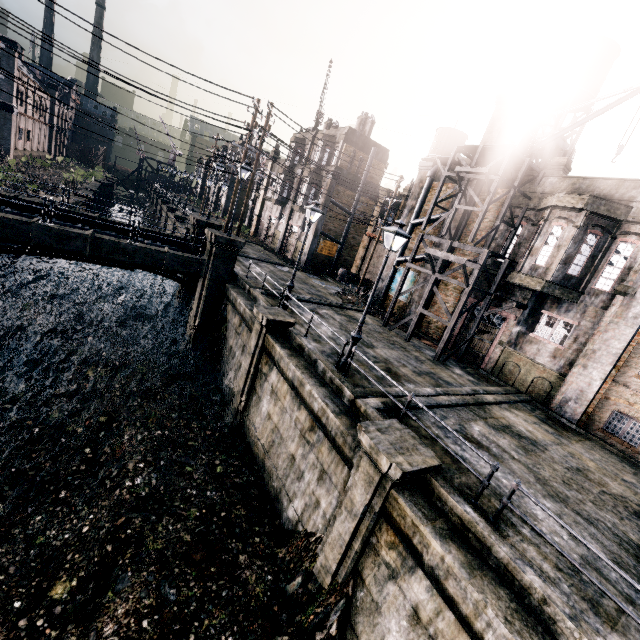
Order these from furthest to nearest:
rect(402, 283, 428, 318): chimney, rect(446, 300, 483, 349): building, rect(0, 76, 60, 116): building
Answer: rect(0, 76, 60, 116): building → rect(402, 283, 428, 318): chimney → rect(446, 300, 483, 349): building

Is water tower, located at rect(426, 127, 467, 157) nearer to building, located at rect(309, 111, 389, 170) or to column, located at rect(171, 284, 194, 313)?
Result: building, located at rect(309, 111, 389, 170)

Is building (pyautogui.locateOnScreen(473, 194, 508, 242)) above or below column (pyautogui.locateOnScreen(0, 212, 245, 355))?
above

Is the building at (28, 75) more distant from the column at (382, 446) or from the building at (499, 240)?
the building at (499, 240)

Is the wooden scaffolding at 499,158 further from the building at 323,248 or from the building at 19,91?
the building at 19,91

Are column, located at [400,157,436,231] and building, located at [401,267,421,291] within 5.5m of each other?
yes

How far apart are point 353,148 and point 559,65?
16.3 meters

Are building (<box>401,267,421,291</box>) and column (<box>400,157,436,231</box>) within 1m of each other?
yes
